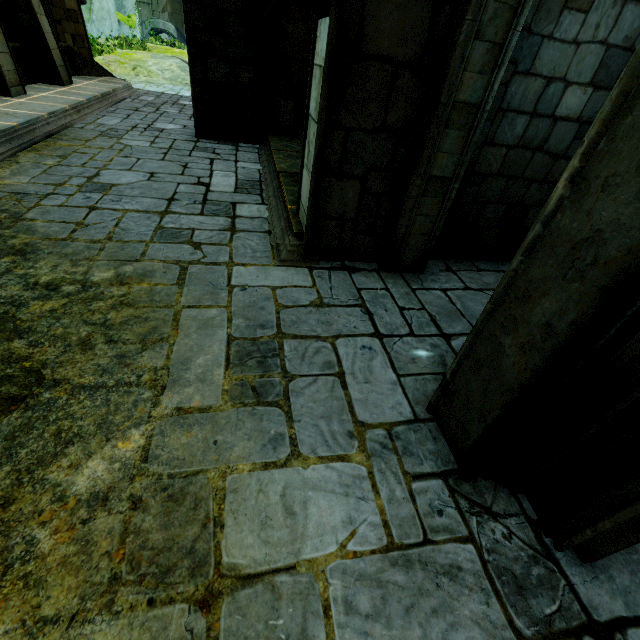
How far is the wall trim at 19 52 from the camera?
8.21m

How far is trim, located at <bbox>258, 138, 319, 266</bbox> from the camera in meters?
4.0

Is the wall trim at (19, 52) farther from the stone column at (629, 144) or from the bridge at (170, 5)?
the bridge at (170, 5)

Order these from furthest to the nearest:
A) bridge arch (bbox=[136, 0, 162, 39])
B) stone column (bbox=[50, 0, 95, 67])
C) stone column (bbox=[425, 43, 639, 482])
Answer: bridge arch (bbox=[136, 0, 162, 39])
stone column (bbox=[50, 0, 95, 67])
stone column (bbox=[425, 43, 639, 482])

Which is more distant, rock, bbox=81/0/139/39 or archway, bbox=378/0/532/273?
rock, bbox=81/0/139/39

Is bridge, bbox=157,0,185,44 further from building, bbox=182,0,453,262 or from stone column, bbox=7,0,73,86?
stone column, bbox=7,0,73,86

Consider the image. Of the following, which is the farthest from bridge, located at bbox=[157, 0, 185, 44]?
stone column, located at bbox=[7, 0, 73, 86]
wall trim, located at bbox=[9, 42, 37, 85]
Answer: wall trim, located at bbox=[9, 42, 37, 85]

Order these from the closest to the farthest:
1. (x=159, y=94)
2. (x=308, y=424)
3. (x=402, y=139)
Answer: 1. (x=308, y=424)
2. (x=402, y=139)
3. (x=159, y=94)
